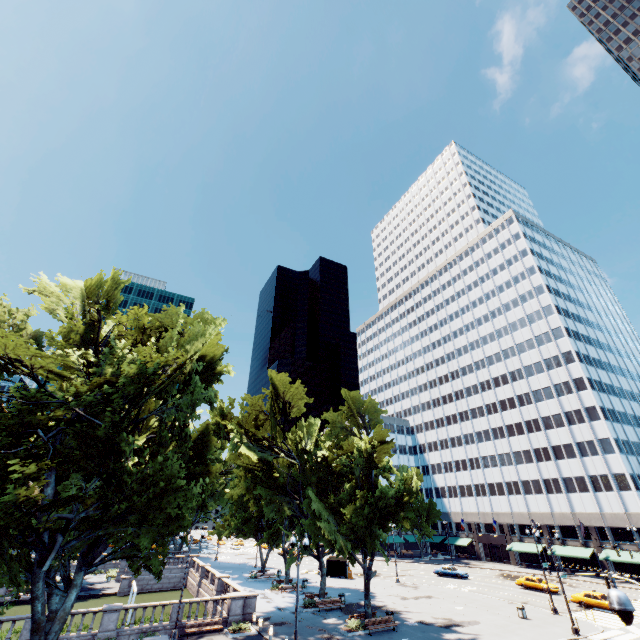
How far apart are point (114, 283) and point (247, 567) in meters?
57.7

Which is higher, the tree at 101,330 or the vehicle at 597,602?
the tree at 101,330

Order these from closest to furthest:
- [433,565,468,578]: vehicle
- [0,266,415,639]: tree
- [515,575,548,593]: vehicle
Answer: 1. [0,266,415,639]: tree
2. [515,575,548,593]: vehicle
3. [433,565,468,578]: vehicle

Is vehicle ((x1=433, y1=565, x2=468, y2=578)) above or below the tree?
below

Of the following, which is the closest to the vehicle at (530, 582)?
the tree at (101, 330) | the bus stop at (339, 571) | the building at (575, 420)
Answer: the building at (575, 420)

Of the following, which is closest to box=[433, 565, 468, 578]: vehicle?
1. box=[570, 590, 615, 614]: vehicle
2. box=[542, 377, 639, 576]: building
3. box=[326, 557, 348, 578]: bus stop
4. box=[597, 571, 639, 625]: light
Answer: box=[326, 557, 348, 578]: bus stop

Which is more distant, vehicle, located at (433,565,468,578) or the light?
vehicle, located at (433,565,468,578)

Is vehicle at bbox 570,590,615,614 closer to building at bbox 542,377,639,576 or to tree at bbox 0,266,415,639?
building at bbox 542,377,639,576
